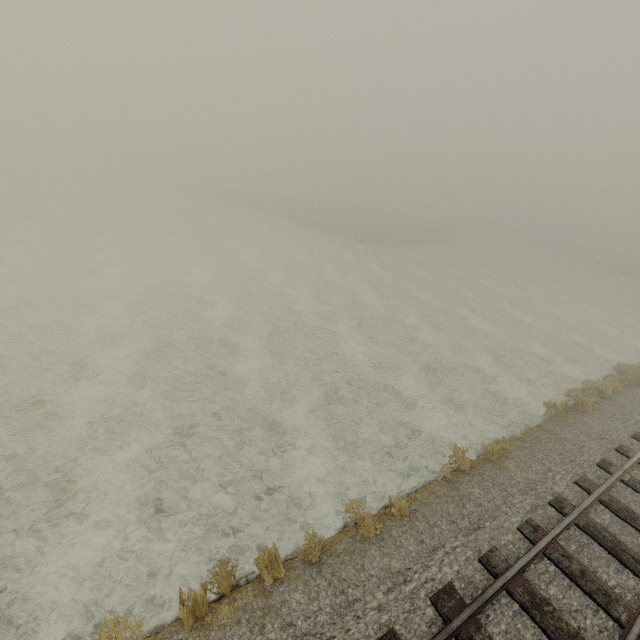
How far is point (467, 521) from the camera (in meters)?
7.18
